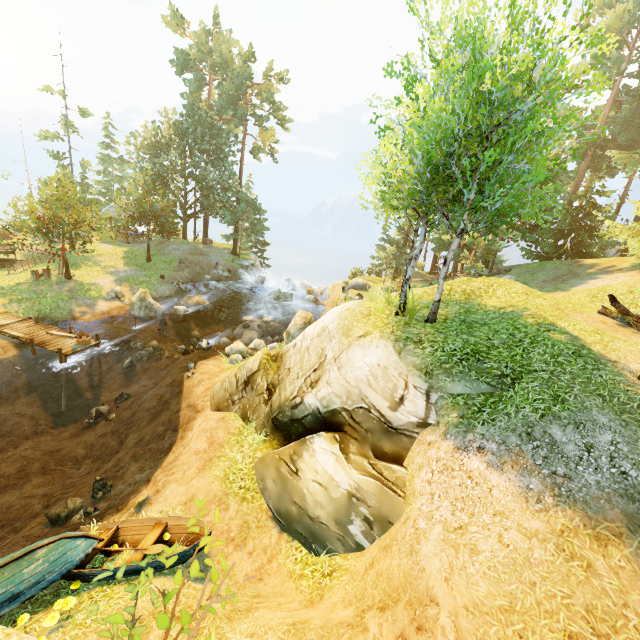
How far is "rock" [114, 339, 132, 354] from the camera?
19.4 meters

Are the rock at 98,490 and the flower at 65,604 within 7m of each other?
yes

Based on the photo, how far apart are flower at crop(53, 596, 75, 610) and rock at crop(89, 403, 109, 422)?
10.69m

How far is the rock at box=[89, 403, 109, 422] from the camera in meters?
15.4 m

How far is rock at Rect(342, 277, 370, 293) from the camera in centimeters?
2827cm

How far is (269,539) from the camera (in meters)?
8.35

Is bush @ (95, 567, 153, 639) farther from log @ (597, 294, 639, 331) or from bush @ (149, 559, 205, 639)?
log @ (597, 294, 639, 331)

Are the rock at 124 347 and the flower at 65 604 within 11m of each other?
no
